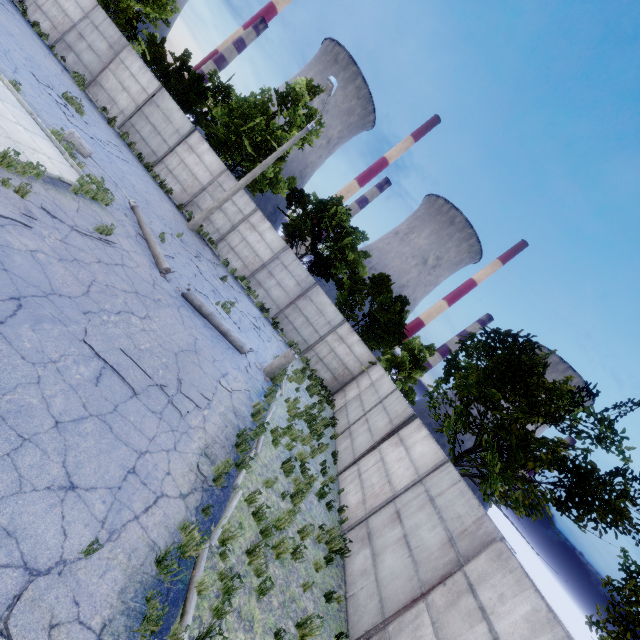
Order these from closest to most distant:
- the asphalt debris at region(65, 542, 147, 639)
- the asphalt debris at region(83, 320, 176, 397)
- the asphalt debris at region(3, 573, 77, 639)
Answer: the asphalt debris at region(3, 573, 77, 639) → the asphalt debris at region(65, 542, 147, 639) → the asphalt debris at region(83, 320, 176, 397)

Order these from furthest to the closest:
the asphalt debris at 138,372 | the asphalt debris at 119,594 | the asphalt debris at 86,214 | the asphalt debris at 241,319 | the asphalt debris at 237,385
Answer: the asphalt debris at 241,319, the asphalt debris at 237,385, the asphalt debris at 86,214, the asphalt debris at 138,372, the asphalt debris at 119,594

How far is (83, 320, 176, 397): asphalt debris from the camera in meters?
5.9 m

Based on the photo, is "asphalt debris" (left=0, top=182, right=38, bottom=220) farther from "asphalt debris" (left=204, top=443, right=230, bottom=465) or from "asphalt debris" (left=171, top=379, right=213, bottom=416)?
"asphalt debris" (left=204, top=443, right=230, bottom=465)

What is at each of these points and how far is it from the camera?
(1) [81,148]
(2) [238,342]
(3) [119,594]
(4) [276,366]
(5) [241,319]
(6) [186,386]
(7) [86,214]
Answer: (1) lamp post, 11.0m
(2) lamp post, 11.6m
(3) asphalt debris, 3.6m
(4) lamp post, 12.5m
(5) asphalt debris, 14.6m
(6) asphalt debris, 7.5m
(7) asphalt debris, 8.8m

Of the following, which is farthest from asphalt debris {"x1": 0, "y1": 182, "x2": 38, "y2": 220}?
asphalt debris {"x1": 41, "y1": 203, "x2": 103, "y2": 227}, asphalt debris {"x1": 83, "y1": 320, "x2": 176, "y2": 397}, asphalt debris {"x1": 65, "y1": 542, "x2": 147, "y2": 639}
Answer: asphalt debris {"x1": 65, "y1": 542, "x2": 147, "y2": 639}

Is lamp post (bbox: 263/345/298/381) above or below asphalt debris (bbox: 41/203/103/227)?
above

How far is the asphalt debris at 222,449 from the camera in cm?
654
